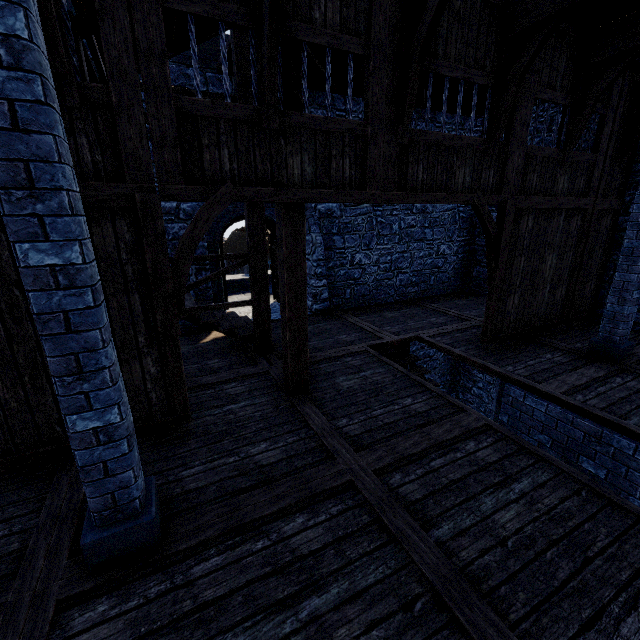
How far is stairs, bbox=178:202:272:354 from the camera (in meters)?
6.00

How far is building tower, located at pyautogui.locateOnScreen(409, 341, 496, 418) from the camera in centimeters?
1223cm

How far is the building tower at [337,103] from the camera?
8.4m

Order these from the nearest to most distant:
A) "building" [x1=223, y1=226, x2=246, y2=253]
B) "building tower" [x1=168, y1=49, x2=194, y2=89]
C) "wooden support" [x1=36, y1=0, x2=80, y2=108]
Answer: "wooden support" [x1=36, y1=0, x2=80, y2=108], "building tower" [x1=168, y1=49, x2=194, y2=89], "building" [x1=223, y1=226, x2=246, y2=253]

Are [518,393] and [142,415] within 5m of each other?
no

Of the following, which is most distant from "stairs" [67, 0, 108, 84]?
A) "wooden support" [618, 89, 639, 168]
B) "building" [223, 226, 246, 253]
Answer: "building" [223, 226, 246, 253]

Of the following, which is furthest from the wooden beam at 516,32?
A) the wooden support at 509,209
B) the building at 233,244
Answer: the building at 233,244

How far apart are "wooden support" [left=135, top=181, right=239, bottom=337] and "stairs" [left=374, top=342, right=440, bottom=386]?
4.3m
